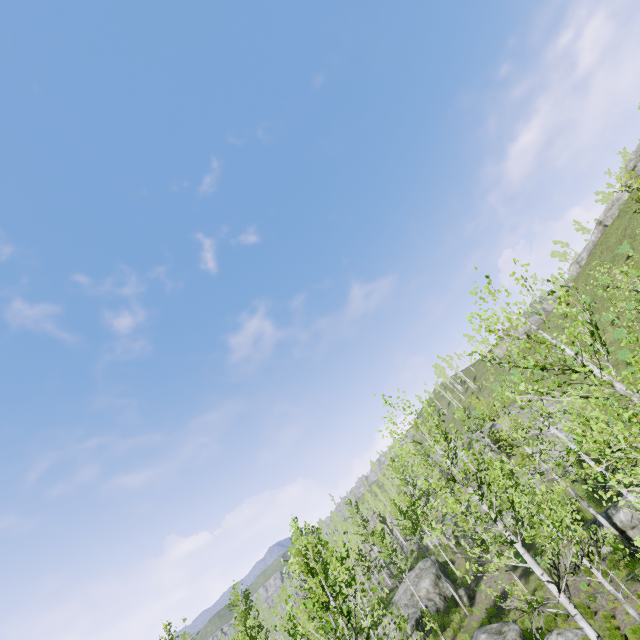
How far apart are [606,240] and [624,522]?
39.9 meters

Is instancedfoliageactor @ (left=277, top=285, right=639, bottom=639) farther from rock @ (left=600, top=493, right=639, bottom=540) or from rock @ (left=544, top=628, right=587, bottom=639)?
rock @ (left=544, top=628, right=587, bottom=639)

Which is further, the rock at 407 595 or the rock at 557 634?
the rock at 407 595

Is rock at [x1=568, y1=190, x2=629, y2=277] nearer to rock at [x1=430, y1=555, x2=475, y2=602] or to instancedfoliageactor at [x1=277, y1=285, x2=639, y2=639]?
instancedfoliageactor at [x1=277, y1=285, x2=639, y2=639]

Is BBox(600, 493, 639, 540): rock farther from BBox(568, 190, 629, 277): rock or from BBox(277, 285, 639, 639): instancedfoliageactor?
BBox(568, 190, 629, 277): rock

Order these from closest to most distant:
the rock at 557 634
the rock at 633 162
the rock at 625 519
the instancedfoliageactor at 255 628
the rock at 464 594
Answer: the rock at 557 634 → the rock at 625 519 → the instancedfoliageactor at 255 628 → the rock at 464 594 → the rock at 633 162

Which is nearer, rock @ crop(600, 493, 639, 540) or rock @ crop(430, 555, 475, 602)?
rock @ crop(600, 493, 639, 540)

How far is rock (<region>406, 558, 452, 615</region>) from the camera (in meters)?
28.41
